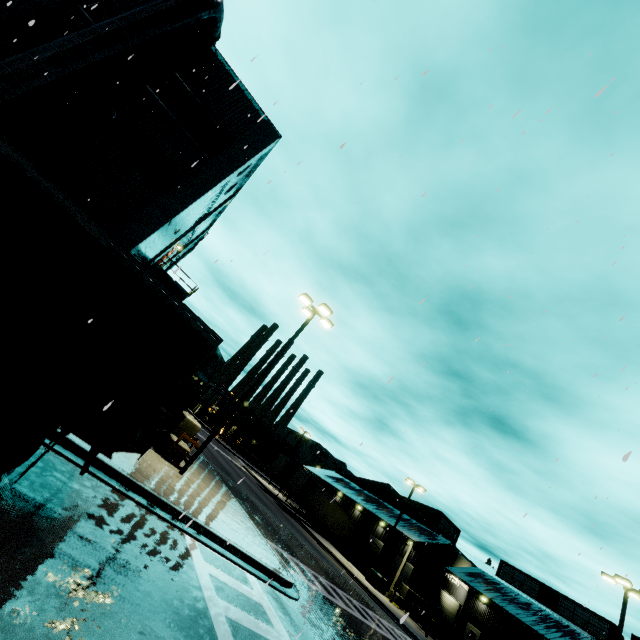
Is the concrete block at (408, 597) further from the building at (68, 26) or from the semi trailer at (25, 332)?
the semi trailer at (25, 332)

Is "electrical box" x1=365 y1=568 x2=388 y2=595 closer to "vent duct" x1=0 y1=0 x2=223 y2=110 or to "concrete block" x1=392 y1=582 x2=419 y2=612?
"concrete block" x1=392 y1=582 x2=419 y2=612

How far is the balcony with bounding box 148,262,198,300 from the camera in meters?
22.4 m

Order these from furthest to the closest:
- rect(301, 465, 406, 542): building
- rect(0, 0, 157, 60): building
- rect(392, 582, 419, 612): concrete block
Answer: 1. rect(301, 465, 406, 542): building
2. rect(392, 582, 419, 612): concrete block
3. rect(0, 0, 157, 60): building

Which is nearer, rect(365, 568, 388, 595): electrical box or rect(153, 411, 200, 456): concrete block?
rect(153, 411, 200, 456): concrete block

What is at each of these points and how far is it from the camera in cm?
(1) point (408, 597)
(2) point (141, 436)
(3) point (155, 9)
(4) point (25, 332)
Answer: (1) concrete block, 3078
(2) semi trailer door, 631
(3) vent duct, 1227
(4) semi trailer, 523

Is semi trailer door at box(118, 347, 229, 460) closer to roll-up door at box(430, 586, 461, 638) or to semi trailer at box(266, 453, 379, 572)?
semi trailer at box(266, 453, 379, 572)

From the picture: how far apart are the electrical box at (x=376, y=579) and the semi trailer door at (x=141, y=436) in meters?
30.7
